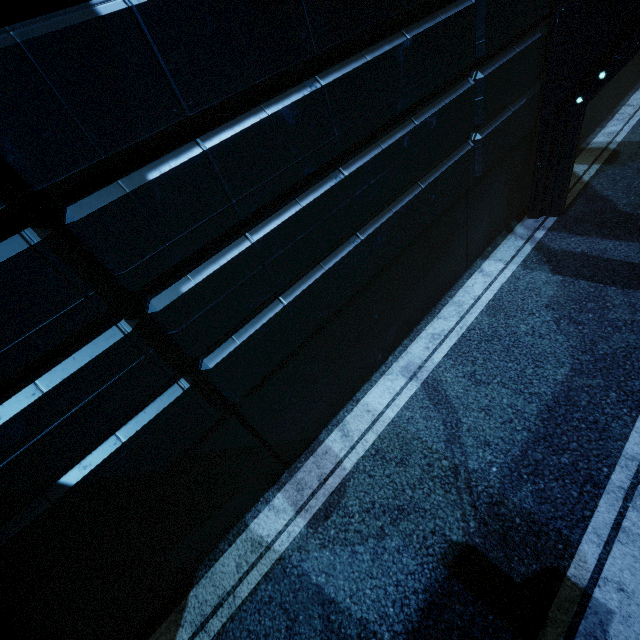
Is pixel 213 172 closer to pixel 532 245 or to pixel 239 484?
pixel 239 484
